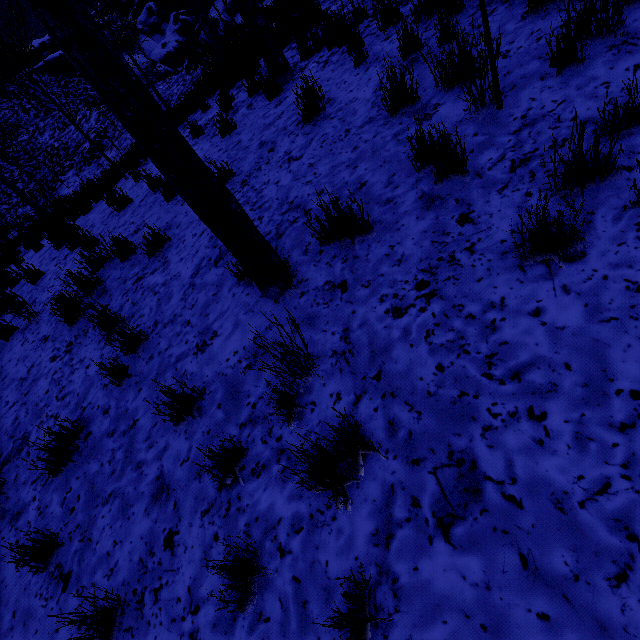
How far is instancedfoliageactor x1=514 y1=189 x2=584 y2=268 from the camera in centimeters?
169cm

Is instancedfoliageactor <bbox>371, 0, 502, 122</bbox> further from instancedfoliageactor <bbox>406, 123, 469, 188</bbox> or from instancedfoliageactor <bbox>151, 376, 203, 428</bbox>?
instancedfoliageactor <bbox>151, 376, 203, 428</bbox>

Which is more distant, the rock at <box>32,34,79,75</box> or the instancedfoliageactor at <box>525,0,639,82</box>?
the rock at <box>32,34,79,75</box>

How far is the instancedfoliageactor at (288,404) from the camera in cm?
199

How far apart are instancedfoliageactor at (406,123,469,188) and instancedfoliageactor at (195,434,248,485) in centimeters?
185cm

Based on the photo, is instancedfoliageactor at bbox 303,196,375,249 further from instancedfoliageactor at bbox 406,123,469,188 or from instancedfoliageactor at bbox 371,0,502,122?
instancedfoliageactor at bbox 371,0,502,122

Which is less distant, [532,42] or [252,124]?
[532,42]

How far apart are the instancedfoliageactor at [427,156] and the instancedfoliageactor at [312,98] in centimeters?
195cm
